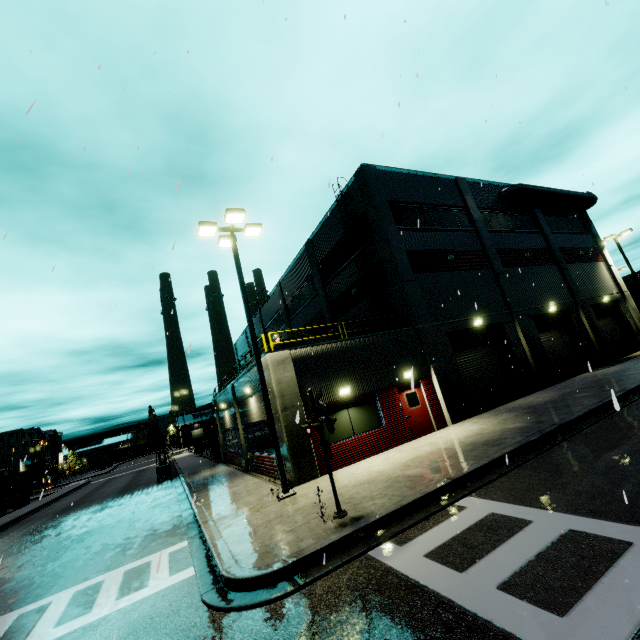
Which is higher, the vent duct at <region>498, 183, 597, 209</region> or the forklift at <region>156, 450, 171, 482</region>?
the vent duct at <region>498, 183, 597, 209</region>

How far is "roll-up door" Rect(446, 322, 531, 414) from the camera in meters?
17.2 m

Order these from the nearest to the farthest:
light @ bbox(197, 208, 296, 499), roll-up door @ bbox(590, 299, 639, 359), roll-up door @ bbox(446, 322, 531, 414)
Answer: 1. light @ bbox(197, 208, 296, 499)
2. roll-up door @ bbox(446, 322, 531, 414)
3. roll-up door @ bbox(590, 299, 639, 359)

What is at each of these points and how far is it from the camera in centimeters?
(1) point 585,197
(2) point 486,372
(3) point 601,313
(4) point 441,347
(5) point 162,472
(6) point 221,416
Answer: (1) vent duct, 2800cm
(2) roll-up door, 1795cm
(3) roll-up door, 2572cm
(4) building, 1669cm
(5) forklift, 2530cm
(6) building, 2484cm

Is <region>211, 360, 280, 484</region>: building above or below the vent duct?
below

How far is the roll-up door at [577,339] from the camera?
21.0 meters

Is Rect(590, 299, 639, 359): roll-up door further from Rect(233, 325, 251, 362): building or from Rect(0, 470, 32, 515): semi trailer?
Rect(0, 470, 32, 515): semi trailer

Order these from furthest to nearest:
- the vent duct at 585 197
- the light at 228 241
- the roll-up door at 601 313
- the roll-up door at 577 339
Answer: the roll-up door at 601 313
the vent duct at 585 197
the roll-up door at 577 339
the light at 228 241
